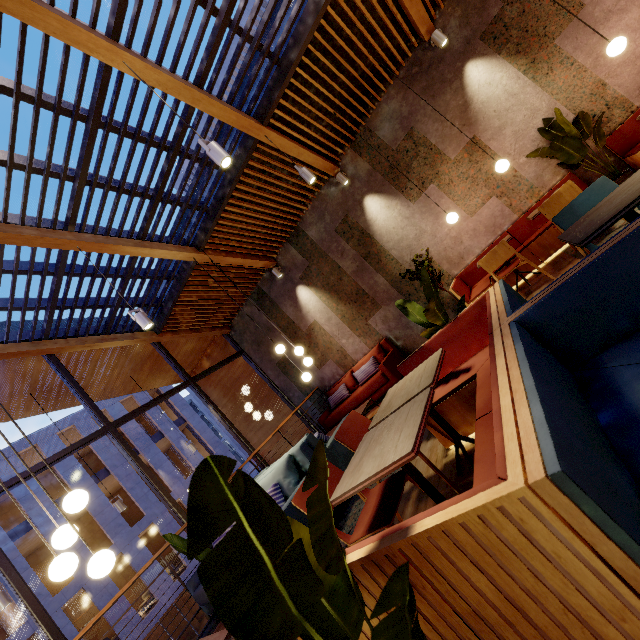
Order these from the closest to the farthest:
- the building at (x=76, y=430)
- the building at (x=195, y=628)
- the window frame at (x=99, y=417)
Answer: the window frame at (x=99, y=417) → the building at (x=76, y=430) → the building at (x=195, y=628)

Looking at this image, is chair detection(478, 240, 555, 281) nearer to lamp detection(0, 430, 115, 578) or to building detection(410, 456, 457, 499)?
building detection(410, 456, 457, 499)

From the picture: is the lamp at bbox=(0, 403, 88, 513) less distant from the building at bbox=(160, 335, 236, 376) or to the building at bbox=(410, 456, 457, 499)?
the building at bbox=(410, 456, 457, 499)

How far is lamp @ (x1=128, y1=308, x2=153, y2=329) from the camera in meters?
4.6

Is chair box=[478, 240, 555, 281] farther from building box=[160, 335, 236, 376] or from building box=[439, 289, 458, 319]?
building box=[160, 335, 236, 376]

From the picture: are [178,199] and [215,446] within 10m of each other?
no

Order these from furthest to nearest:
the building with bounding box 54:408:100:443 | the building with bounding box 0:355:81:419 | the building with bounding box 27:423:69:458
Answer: the building with bounding box 54:408:100:443
the building with bounding box 27:423:69:458
the building with bounding box 0:355:81:419

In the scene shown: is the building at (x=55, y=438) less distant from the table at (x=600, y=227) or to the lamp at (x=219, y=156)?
the lamp at (x=219, y=156)
